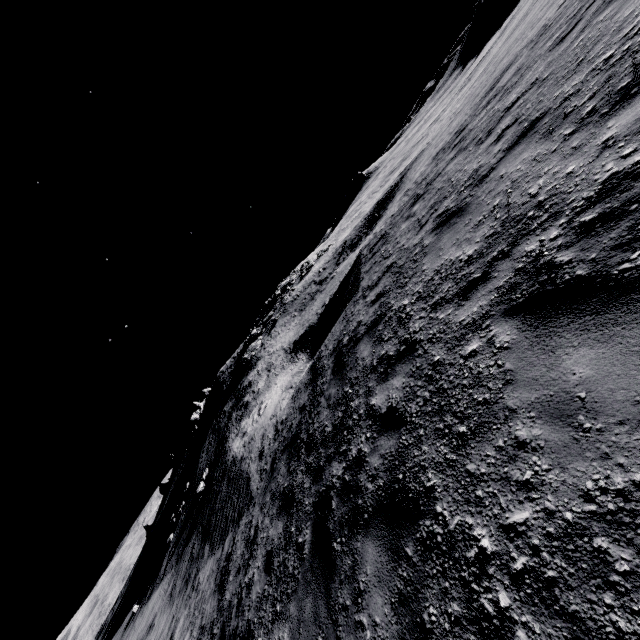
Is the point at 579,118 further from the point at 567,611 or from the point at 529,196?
the point at 567,611

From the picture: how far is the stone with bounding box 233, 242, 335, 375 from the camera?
35.0m

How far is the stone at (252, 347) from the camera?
35.0m
